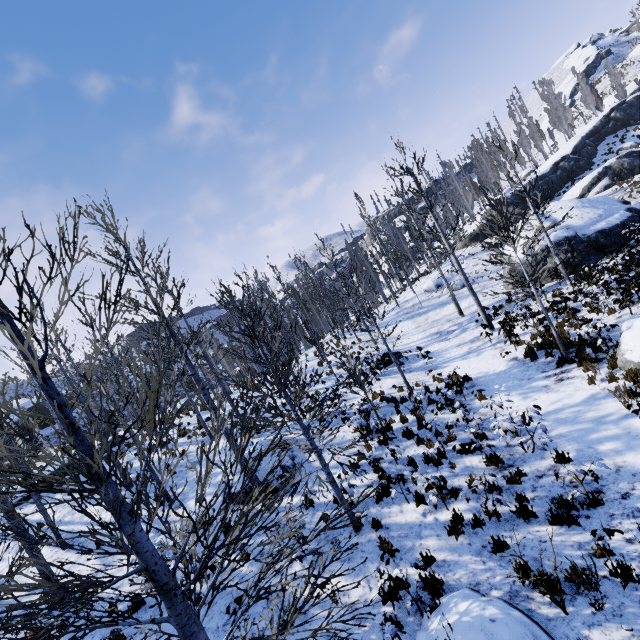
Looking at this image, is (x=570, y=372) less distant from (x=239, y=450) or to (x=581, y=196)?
(x=239, y=450)

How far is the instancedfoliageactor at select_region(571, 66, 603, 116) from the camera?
48.8m

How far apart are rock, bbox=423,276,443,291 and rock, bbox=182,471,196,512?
24.2 meters

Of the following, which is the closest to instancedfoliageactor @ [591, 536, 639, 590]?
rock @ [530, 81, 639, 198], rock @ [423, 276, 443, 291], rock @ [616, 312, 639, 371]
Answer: rock @ [530, 81, 639, 198]

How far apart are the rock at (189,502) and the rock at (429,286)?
24.22m

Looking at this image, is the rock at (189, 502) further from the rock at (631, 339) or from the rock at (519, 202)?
the rock at (519, 202)

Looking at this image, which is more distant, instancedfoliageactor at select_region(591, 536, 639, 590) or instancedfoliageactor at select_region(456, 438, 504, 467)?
instancedfoliageactor at select_region(456, 438, 504, 467)

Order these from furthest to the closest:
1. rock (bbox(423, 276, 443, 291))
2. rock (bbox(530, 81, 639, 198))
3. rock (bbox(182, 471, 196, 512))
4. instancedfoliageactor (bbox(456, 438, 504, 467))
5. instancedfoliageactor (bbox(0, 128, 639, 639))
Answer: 1. rock (bbox(530, 81, 639, 198))
2. rock (bbox(423, 276, 443, 291))
3. rock (bbox(182, 471, 196, 512))
4. instancedfoliageactor (bbox(456, 438, 504, 467))
5. instancedfoliageactor (bbox(0, 128, 639, 639))
